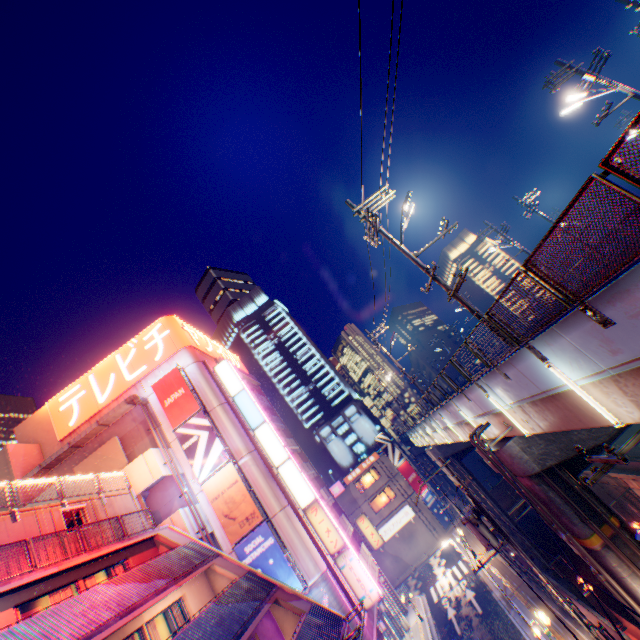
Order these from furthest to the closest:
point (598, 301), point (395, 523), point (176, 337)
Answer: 1. point (395, 523)
2. point (176, 337)
3. point (598, 301)

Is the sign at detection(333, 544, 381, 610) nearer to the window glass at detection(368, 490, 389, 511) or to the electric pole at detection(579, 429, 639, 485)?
the electric pole at detection(579, 429, 639, 485)

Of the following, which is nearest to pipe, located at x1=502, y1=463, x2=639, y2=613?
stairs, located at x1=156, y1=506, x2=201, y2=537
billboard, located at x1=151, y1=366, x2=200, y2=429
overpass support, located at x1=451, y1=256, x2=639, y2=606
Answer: overpass support, located at x1=451, y1=256, x2=639, y2=606

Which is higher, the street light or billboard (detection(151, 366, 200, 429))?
billboard (detection(151, 366, 200, 429))

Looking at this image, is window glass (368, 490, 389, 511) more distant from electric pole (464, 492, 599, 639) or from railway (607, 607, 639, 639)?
electric pole (464, 492, 599, 639)

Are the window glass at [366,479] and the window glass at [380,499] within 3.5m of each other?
yes

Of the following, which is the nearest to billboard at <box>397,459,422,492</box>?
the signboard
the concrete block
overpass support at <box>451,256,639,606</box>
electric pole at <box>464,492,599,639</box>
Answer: overpass support at <box>451,256,639,606</box>

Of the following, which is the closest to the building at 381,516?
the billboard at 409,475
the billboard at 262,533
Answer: the billboard at 409,475
